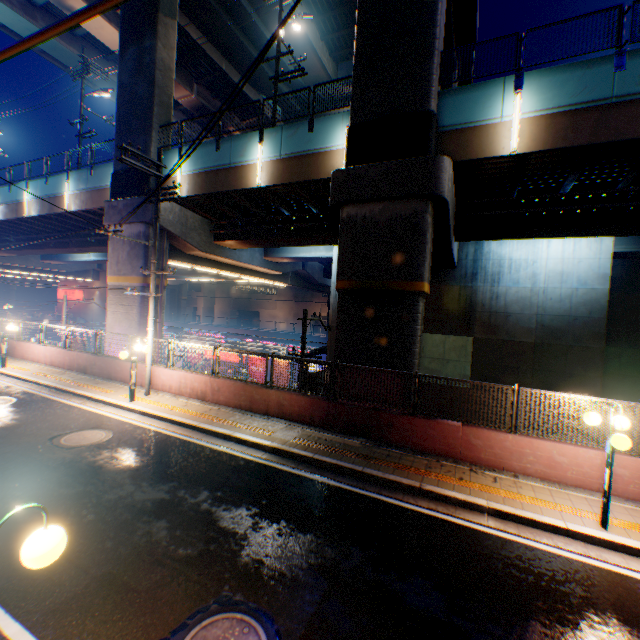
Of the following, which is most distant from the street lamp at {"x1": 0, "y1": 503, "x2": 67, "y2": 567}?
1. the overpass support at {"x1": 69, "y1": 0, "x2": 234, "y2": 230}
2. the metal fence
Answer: the overpass support at {"x1": 69, "y1": 0, "x2": 234, "y2": 230}

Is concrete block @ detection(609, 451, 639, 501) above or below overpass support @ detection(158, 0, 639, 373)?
below

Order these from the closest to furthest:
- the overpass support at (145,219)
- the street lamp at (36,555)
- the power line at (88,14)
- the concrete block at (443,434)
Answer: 1. the power line at (88,14)
2. the street lamp at (36,555)
3. the concrete block at (443,434)
4. the overpass support at (145,219)

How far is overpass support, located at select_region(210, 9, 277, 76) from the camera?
22.73m

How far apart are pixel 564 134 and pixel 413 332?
7.52m

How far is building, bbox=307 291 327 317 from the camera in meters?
58.6

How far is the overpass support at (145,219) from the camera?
16.41m
